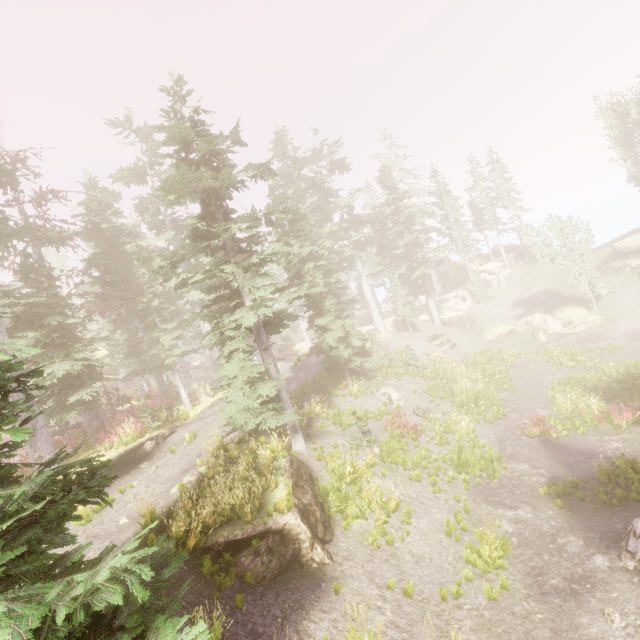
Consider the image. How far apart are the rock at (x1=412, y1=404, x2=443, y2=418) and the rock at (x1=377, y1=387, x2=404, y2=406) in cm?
83

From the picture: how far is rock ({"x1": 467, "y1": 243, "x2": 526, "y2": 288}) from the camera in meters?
45.7

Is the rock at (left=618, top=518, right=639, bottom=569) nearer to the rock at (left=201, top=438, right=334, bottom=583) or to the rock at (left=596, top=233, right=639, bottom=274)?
the rock at (left=201, top=438, right=334, bottom=583)

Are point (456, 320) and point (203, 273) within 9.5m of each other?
no

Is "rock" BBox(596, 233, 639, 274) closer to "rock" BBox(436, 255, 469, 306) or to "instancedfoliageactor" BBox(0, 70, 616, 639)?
"instancedfoliageactor" BBox(0, 70, 616, 639)

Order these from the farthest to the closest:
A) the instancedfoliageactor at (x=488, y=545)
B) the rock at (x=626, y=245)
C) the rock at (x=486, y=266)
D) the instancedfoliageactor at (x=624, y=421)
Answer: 1. the rock at (x=486, y=266)
2. the rock at (x=626, y=245)
3. the instancedfoliageactor at (x=624, y=421)
4. the instancedfoliageactor at (x=488, y=545)

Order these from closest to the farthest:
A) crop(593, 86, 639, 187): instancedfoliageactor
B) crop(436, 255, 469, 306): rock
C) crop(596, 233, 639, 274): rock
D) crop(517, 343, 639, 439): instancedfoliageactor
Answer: crop(517, 343, 639, 439): instancedfoliageactor < crop(596, 233, 639, 274): rock < crop(593, 86, 639, 187): instancedfoliageactor < crop(436, 255, 469, 306): rock

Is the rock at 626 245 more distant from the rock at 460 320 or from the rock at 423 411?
the rock at 423 411
